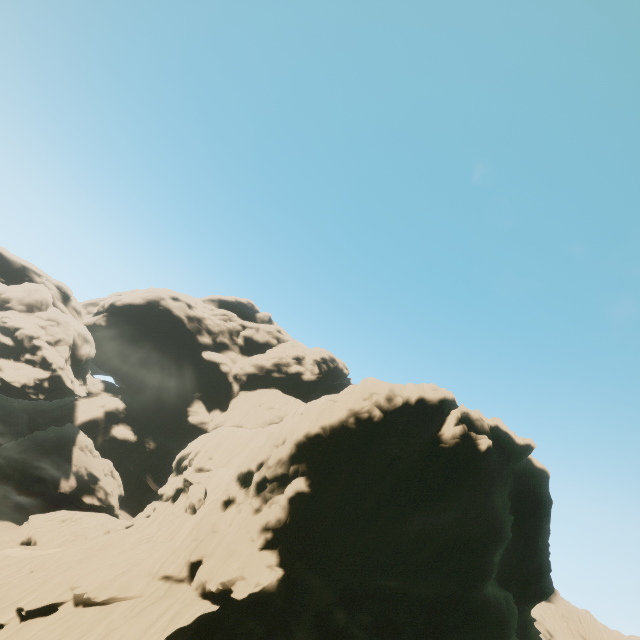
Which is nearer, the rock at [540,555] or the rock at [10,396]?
the rock at [540,555]

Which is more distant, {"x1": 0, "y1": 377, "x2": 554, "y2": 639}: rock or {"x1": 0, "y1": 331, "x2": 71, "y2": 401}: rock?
{"x1": 0, "y1": 331, "x2": 71, "y2": 401}: rock

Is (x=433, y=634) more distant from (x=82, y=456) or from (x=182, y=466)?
(x=82, y=456)
